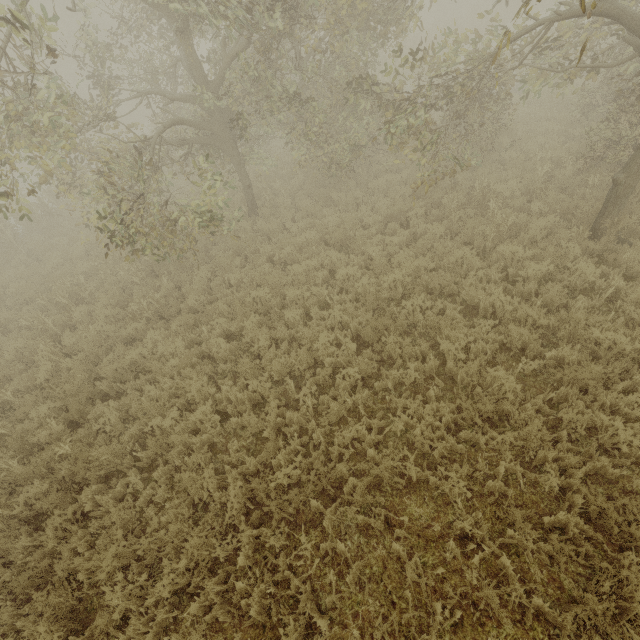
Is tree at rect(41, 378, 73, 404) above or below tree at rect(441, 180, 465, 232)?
below

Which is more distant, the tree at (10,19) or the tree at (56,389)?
the tree at (56,389)

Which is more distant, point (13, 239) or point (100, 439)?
point (13, 239)

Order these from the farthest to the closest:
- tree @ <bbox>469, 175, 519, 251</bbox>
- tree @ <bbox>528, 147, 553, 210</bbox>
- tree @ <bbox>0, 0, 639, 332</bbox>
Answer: tree @ <bbox>528, 147, 553, 210</bbox>, tree @ <bbox>469, 175, 519, 251</bbox>, tree @ <bbox>0, 0, 639, 332</bbox>

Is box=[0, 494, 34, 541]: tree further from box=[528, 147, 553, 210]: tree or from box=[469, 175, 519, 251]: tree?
box=[469, 175, 519, 251]: tree

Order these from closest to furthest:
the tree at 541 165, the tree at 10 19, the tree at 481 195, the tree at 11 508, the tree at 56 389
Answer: the tree at 11 508 < the tree at 10 19 < the tree at 56 389 < the tree at 481 195 < the tree at 541 165

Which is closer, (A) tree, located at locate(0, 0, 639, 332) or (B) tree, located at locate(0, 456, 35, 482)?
(B) tree, located at locate(0, 456, 35, 482)
